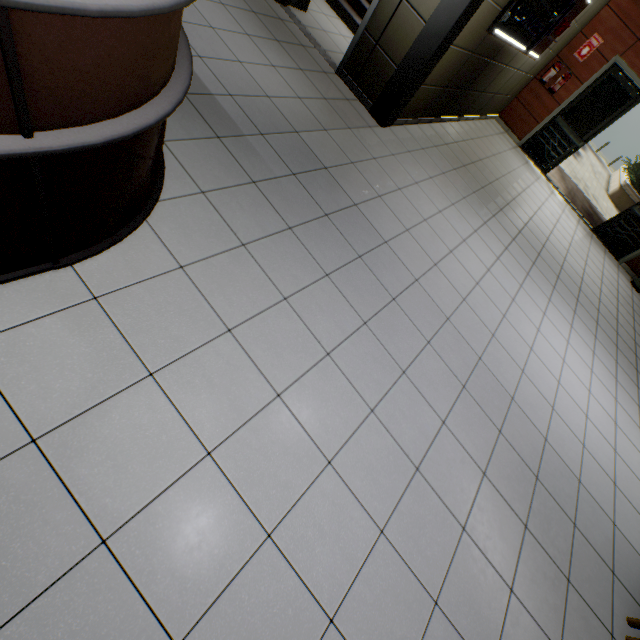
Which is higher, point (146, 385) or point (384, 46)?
point (384, 46)

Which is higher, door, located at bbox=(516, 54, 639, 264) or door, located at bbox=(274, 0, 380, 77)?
door, located at bbox=(516, 54, 639, 264)

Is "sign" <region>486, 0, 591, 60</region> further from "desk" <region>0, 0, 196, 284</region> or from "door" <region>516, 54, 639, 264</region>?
"desk" <region>0, 0, 196, 284</region>

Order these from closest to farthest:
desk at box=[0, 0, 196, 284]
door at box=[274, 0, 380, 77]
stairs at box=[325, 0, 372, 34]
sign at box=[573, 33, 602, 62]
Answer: desk at box=[0, 0, 196, 284] < door at box=[274, 0, 380, 77] < stairs at box=[325, 0, 372, 34] < sign at box=[573, 33, 602, 62]

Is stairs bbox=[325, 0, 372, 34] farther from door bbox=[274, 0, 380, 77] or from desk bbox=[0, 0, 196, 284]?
desk bbox=[0, 0, 196, 284]

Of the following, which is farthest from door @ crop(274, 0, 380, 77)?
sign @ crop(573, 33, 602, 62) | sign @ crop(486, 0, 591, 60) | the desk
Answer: sign @ crop(573, 33, 602, 62)

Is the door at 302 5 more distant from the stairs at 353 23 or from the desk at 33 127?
the desk at 33 127

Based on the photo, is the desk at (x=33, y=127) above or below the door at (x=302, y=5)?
above
